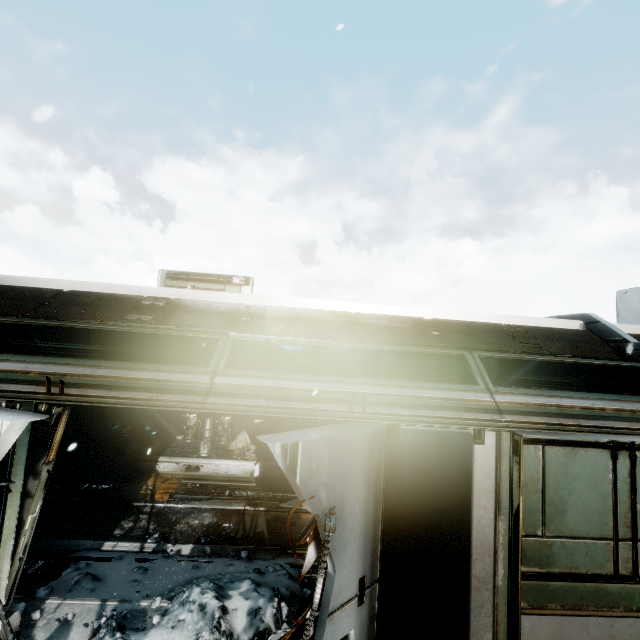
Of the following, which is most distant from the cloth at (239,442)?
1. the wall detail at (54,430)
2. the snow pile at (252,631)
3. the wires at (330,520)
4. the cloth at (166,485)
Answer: the wires at (330,520)

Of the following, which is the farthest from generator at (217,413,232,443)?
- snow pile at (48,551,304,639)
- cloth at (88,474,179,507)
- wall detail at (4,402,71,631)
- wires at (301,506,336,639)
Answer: wires at (301,506,336,639)

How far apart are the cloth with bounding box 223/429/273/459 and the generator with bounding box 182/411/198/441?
0.4 meters

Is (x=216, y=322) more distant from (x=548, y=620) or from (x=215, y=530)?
(x=548, y=620)

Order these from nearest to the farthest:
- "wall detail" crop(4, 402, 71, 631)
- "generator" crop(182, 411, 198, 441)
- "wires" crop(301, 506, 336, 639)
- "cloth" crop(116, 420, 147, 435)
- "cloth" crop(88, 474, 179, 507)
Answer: "wires" crop(301, 506, 336, 639) → "wall detail" crop(4, 402, 71, 631) → "cloth" crop(88, 474, 179, 507) → "generator" crop(182, 411, 198, 441) → "cloth" crop(116, 420, 147, 435)

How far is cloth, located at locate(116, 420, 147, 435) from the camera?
11.4 meters

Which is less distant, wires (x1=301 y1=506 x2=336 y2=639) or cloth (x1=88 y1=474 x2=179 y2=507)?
wires (x1=301 y1=506 x2=336 y2=639)

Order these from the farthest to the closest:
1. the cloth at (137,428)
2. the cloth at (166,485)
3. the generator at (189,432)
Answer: the cloth at (137,428) < the generator at (189,432) < the cloth at (166,485)
